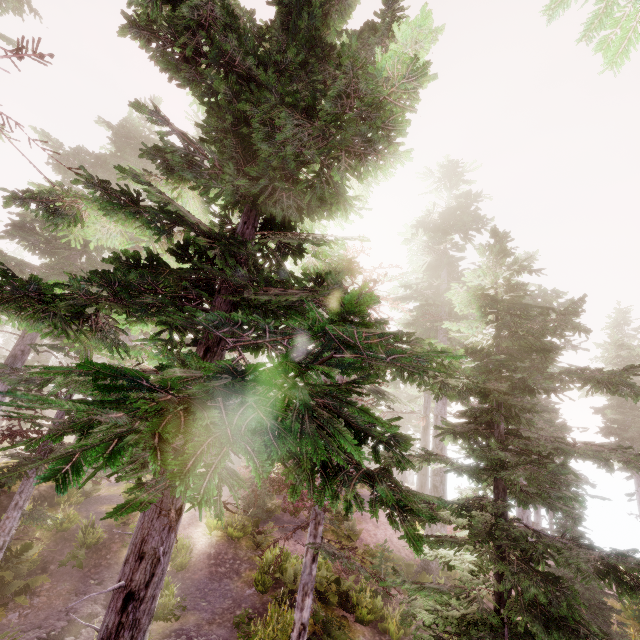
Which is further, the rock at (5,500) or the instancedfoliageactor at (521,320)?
the rock at (5,500)

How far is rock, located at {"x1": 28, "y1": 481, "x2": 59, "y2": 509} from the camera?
14.0m

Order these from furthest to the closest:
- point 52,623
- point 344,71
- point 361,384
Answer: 1. point 52,623
2. point 344,71
3. point 361,384

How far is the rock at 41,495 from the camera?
14.0m

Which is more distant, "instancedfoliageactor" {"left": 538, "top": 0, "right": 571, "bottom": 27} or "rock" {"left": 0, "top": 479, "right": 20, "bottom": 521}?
"rock" {"left": 0, "top": 479, "right": 20, "bottom": 521}

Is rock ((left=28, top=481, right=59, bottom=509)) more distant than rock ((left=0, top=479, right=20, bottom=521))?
Yes

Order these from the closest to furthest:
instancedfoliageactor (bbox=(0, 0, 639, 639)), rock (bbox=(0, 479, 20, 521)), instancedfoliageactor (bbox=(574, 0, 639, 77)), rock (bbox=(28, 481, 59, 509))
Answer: instancedfoliageactor (bbox=(0, 0, 639, 639)), instancedfoliageactor (bbox=(574, 0, 639, 77)), rock (bbox=(0, 479, 20, 521)), rock (bbox=(28, 481, 59, 509))
